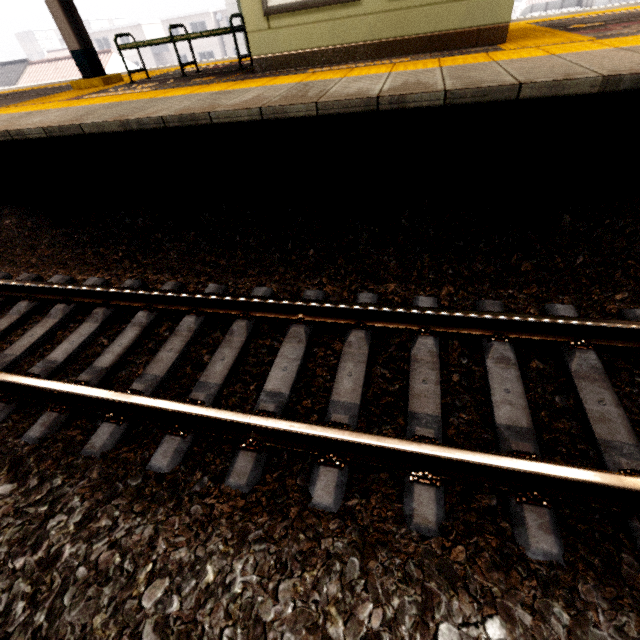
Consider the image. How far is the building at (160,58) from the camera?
44.1 meters

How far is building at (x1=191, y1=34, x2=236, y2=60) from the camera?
42.38m

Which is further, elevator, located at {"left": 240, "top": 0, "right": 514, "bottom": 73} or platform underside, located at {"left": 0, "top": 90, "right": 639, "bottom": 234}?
elevator, located at {"left": 240, "top": 0, "right": 514, "bottom": 73}

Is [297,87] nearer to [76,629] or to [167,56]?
[76,629]

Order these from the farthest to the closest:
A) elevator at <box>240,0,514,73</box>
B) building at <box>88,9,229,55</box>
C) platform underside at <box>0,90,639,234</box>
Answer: building at <box>88,9,229,55</box> < elevator at <box>240,0,514,73</box> < platform underside at <box>0,90,639,234</box>

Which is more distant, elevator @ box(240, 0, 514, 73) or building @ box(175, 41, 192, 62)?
building @ box(175, 41, 192, 62)

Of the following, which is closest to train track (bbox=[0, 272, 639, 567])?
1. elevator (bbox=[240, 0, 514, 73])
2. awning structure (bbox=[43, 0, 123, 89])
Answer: elevator (bbox=[240, 0, 514, 73])

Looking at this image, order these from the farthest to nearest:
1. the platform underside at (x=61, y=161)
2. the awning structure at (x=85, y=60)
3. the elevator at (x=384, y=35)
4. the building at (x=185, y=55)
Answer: the building at (x=185, y=55)
the awning structure at (x=85, y=60)
the elevator at (x=384, y=35)
the platform underside at (x=61, y=161)
